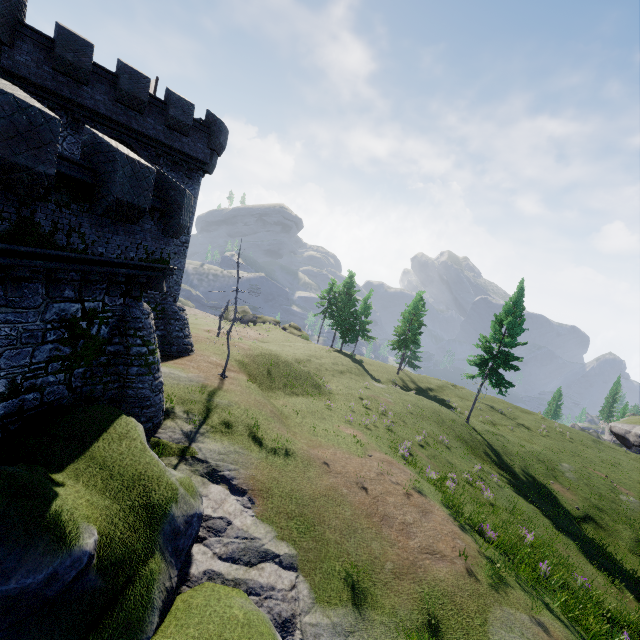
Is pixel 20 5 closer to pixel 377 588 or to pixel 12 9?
pixel 12 9
